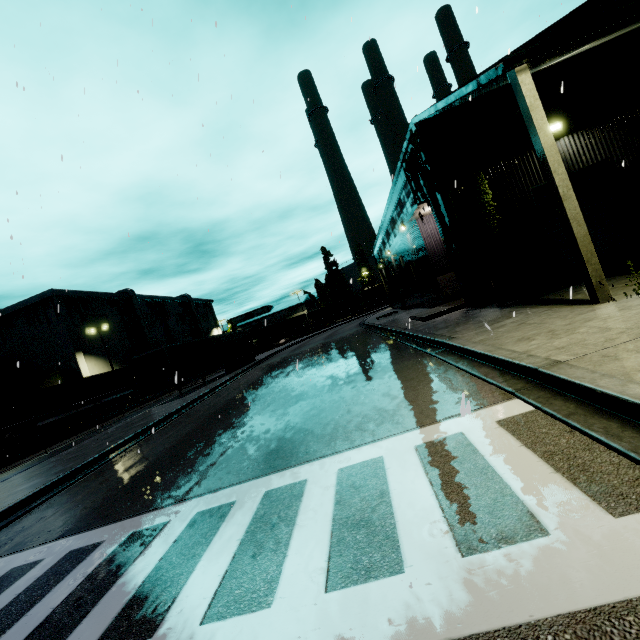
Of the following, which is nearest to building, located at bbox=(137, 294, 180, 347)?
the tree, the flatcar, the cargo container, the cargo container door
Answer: the tree

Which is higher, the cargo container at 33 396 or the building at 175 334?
the building at 175 334

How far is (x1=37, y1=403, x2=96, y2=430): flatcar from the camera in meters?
23.9

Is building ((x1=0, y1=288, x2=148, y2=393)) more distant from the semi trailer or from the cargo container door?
the cargo container door

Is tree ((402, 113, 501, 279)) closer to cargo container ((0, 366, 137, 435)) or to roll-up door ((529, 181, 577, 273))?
cargo container ((0, 366, 137, 435))

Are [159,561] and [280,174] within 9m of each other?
no

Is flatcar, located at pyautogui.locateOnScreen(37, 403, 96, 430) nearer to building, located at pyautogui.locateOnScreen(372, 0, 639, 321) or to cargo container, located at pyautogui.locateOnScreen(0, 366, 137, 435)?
cargo container, located at pyautogui.locateOnScreen(0, 366, 137, 435)

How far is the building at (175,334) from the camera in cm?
5271
